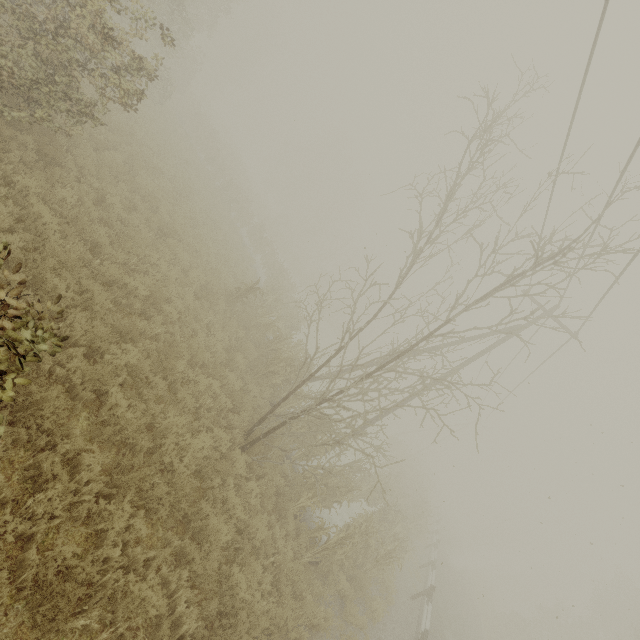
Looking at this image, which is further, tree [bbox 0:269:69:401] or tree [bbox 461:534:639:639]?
tree [bbox 461:534:639:639]

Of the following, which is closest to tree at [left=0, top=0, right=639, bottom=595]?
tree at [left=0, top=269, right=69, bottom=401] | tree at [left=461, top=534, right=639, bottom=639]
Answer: tree at [left=0, top=269, right=69, bottom=401]

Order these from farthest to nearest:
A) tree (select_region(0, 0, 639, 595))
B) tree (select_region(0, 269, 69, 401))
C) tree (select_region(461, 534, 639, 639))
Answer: tree (select_region(461, 534, 639, 639)) < tree (select_region(0, 0, 639, 595)) < tree (select_region(0, 269, 69, 401))

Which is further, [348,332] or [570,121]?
[348,332]

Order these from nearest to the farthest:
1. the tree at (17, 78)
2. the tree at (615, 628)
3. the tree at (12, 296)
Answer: the tree at (12, 296) < the tree at (17, 78) < the tree at (615, 628)

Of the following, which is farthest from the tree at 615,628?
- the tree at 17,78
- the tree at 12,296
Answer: the tree at 12,296

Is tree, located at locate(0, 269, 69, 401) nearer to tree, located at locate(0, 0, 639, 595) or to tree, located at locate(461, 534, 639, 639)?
tree, located at locate(0, 0, 639, 595)
